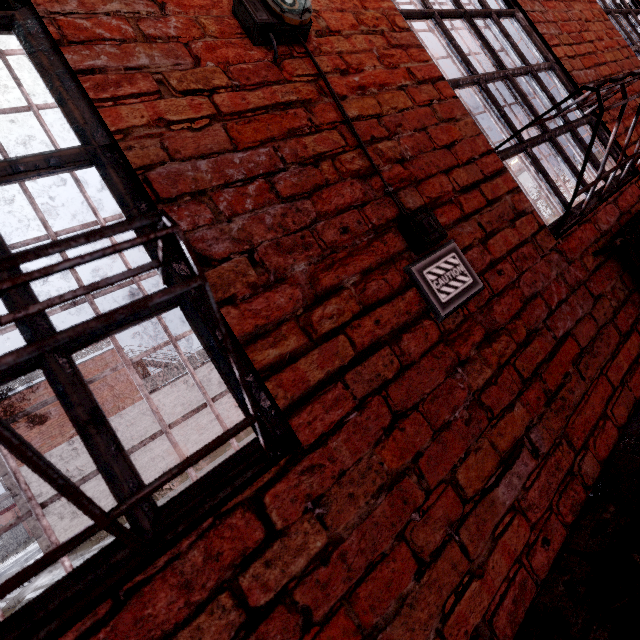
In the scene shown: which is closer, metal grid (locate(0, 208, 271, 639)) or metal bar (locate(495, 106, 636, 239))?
metal grid (locate(0, 208, 271, 639))

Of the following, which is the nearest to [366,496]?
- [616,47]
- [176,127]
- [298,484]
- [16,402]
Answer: [298,484]

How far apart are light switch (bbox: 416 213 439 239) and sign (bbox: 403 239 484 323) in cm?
7

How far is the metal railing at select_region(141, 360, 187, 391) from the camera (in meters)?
16.62

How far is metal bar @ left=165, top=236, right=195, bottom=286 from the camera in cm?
88

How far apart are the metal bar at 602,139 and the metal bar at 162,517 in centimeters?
92cm

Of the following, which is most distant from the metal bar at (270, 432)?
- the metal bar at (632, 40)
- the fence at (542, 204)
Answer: the fence at (542, 204)

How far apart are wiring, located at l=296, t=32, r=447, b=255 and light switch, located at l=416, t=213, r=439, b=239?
0.02m
